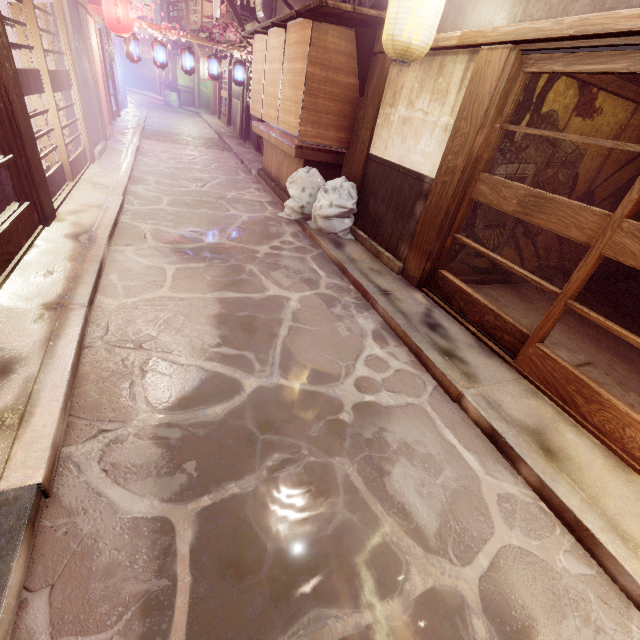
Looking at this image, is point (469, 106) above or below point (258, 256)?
above

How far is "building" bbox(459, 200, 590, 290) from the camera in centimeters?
864cm

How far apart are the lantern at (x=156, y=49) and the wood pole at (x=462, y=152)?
20.0m

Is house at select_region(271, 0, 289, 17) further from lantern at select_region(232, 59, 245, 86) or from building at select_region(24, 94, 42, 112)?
building at select_region(24, 94, 42, 112)

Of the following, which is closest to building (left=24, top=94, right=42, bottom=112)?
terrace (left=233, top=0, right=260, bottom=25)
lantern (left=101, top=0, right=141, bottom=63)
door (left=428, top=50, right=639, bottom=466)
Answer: lantern (left=101, top=0, right=141, bottom=63)

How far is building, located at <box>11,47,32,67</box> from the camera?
13.40m

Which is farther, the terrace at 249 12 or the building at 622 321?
the terrace at 249 12

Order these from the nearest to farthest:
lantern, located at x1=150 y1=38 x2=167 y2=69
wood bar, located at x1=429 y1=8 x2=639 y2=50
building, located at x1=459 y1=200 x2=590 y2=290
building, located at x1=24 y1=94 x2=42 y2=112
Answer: wood bar, located at x1=429 y1=8 x2=639 y2=50 < building, located at x1=459 y1=200 x2=590 y2=290 < building, located at x1=24 y1=94 x2=42 y2=112 < lantern, located at x1=150 y1=38 x2=167 y2=69
